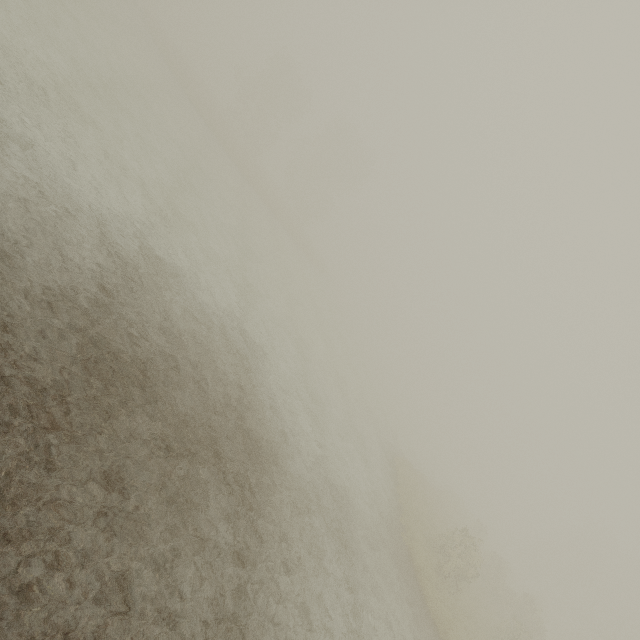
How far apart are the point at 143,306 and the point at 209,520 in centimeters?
581cm
